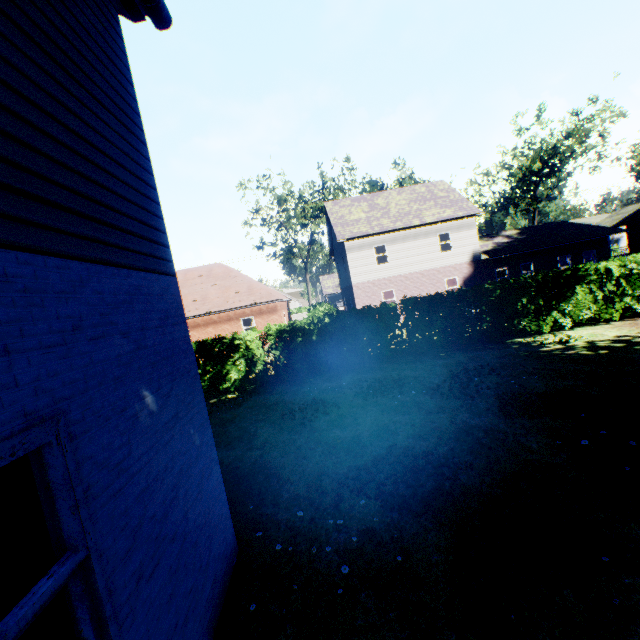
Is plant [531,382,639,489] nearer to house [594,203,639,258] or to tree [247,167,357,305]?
tree [247,167,357,305]

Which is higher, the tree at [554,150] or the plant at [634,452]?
the tree at [554,150]

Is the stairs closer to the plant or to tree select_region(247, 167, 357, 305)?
the plant

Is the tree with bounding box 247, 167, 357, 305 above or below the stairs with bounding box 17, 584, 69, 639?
above

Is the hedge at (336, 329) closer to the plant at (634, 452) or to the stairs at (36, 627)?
the plant at (634, 452)

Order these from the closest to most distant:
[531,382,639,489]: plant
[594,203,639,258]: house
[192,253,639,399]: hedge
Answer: [531,382,639,489]: plant, [192,253,639,399]: hedge, [594,203,639,258]: house

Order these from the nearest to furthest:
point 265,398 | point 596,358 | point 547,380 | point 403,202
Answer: point 547,380 → point 596,358 → point 265,398 → point 403,202

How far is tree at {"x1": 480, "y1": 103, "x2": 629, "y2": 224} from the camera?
32.6 meters
